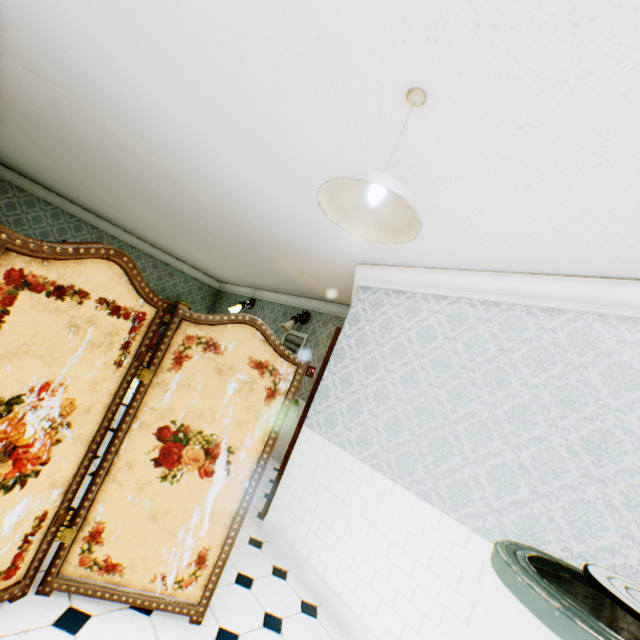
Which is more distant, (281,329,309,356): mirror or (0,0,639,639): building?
(281,329,309,356): mirror

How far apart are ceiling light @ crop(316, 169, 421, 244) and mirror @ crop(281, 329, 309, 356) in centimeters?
507cm

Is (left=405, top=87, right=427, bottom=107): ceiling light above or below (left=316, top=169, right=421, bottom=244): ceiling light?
above

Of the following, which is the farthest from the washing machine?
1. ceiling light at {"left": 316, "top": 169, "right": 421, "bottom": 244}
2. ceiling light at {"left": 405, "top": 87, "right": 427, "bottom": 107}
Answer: ceiling light at {"left": 405, "top": 87, "right": 427, "bottom": 107}

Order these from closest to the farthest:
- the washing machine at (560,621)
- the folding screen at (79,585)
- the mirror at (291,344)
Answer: the washing machine at (560,621)
the folding screen at (79,585)
the mirror at (291,344)

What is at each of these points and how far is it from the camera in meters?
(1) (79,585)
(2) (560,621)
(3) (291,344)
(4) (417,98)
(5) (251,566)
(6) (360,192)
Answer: (1) folding screen, 1.9
(2) washing machine, 1.0
(3) mirror, 6.9
(4) ceiling light, 1.5
(5) building, 2.9
(6) ceiling light, 1.5

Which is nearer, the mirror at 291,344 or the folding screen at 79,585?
the folding screen at 79,585

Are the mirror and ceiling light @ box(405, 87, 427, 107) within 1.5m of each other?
no
